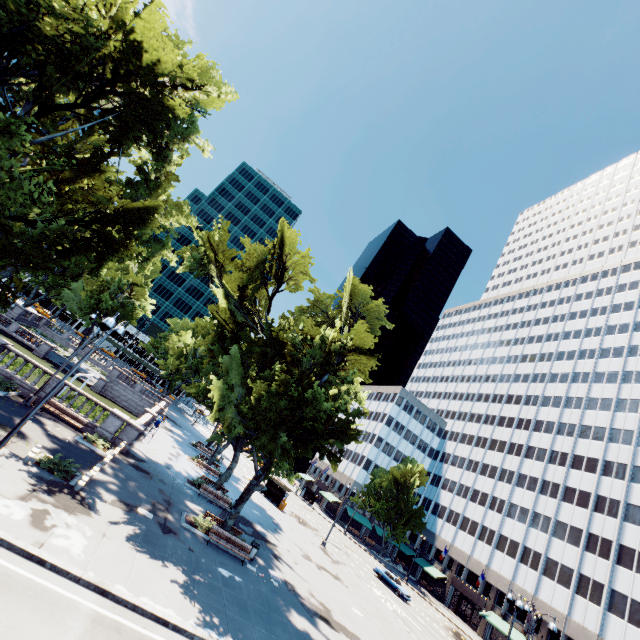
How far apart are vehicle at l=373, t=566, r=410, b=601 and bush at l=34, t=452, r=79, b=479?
40.3 meters

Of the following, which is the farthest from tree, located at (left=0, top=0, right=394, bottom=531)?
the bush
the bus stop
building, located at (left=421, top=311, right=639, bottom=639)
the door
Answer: the door

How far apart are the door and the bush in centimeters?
6359cm

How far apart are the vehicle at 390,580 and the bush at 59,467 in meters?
40.3

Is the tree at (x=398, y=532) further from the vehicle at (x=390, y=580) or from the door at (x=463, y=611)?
the vehicle at (x=390, y=580)

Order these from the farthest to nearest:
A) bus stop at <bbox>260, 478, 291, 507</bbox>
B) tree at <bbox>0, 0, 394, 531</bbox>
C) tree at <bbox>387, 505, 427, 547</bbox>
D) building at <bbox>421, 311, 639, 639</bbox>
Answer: tree at <bbox>387, 505, 427, 547</bbox>
bus stop at <bbox>260, 478, 291, 507</bbox>
building at <bbox>421, 311, 639, 639</bbox>
tree at <bbox>0, 0, 394, 531</bbox>

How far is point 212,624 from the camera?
12.59m

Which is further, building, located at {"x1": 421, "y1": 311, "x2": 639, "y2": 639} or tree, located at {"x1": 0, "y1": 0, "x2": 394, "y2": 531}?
building, located at {"x1": 421, "y1": 311, "x2": 639, "y2": 639}
